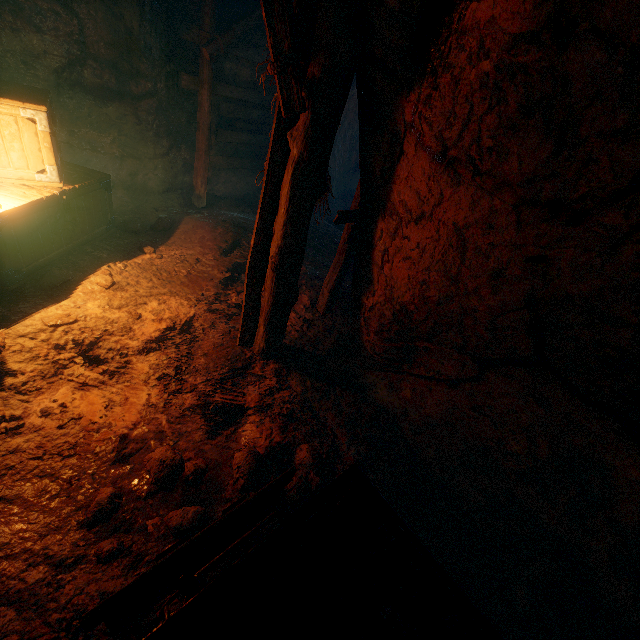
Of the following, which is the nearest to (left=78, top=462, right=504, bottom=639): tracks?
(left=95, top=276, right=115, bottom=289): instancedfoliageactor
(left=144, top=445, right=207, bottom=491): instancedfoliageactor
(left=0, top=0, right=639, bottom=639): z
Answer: (left=0, top=0, right=639, bottom=639): z

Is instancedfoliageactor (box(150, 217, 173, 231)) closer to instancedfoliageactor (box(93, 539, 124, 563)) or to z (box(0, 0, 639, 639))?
z (box(0, 0, 639, 639))

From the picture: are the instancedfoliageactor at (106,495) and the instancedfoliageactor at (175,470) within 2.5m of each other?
yes

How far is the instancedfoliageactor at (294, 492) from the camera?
2.6m

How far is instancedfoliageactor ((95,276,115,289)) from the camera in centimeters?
407cm

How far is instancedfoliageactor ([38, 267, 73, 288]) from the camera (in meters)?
3.81

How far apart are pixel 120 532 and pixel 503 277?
3.3m

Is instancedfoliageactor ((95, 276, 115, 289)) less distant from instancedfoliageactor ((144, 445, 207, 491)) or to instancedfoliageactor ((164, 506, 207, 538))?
instancedfoliageactor ((144, 445, 207, 491))
